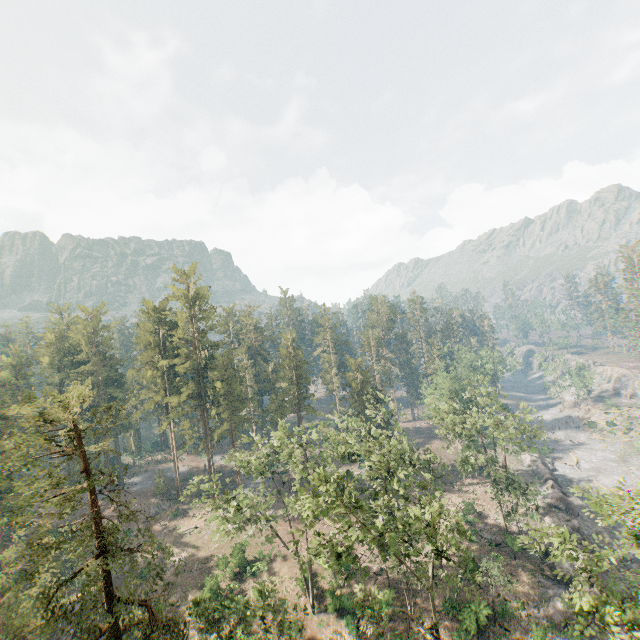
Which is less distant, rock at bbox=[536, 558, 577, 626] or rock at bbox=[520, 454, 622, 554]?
rock at bbox=[536, 558, 577, 626]

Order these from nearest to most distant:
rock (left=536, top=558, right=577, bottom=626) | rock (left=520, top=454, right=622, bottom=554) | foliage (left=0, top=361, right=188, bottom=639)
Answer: foliage (left=0, top=361, right=188, bottom=639) < rock (left=536, top=558, right=577, bottom=626) < rock (left=520, top=454, right=622, bottom=554)

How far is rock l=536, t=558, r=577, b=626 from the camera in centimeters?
2928cm

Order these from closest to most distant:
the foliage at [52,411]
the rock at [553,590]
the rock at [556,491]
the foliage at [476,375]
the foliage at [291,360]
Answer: the foliage at [52,411] → the foliage at [476,375] → the foliage at [291,360] → the rock at [553,590] → the rock at [556,491]

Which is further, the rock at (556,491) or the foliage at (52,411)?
the rock at (556,491)

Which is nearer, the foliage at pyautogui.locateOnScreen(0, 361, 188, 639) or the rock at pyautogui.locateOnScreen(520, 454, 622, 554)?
the foliage at pyautogui.locateOnScreen(0, 361, 188, 639)

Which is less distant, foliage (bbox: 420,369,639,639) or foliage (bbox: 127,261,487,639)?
foliage (bbox: 420,369,639,639)

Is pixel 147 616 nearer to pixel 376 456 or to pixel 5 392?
pixel 376 456
